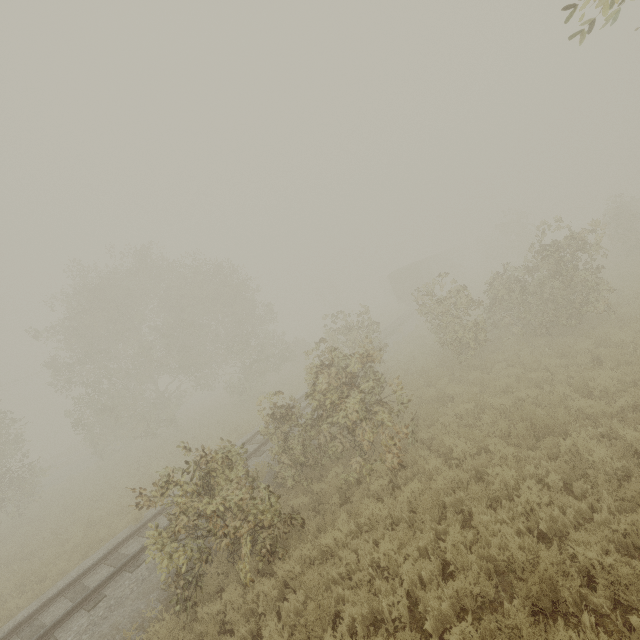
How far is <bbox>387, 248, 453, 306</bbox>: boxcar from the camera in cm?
3641

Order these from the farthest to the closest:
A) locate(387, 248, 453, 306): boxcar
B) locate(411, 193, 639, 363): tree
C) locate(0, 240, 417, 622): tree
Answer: locate(387, 248, 453, 306): boxcar, locate(411, 193, 639, 363): tree, locate(0, 240, 417, 622): tree

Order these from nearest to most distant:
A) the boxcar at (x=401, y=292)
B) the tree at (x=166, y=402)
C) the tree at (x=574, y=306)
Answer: the tree at (x=166, y=402), the tree at (x=574, y=306), the boxcar at (x=401, y=292)

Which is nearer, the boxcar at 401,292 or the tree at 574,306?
the tree at 574,306

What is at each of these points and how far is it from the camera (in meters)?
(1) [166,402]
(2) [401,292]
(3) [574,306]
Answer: (1) tree, 25.92
(2) boxcar, 37.47
(3) tree, 12.45

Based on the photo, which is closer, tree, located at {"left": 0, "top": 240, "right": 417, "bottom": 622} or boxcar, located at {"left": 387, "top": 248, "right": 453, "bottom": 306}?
tree, located at {"left": 0, "top": 240, "right": 417, "bottom": 622}

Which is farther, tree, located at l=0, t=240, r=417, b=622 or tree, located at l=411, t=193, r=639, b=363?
tree, located at l=411, t=193, r=639, b=363
